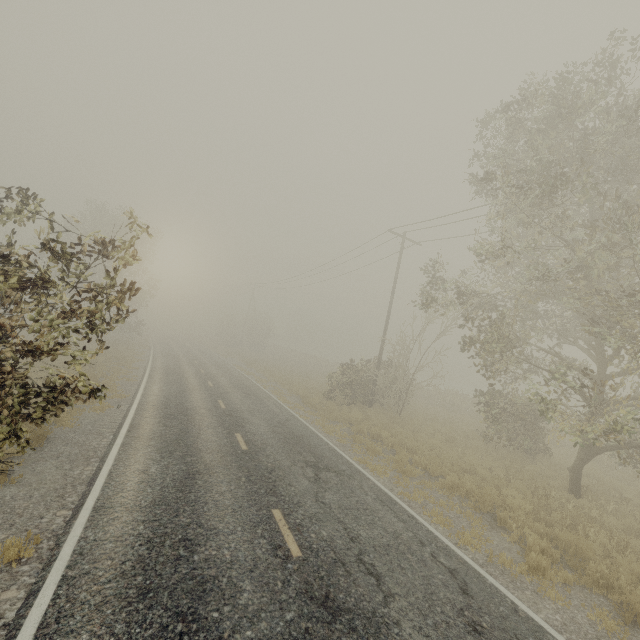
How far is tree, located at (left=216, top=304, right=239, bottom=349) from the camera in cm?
5345

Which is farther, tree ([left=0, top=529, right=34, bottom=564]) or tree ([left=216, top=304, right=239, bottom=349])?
tree ([left=216, top=304, right=239, bottom=349])

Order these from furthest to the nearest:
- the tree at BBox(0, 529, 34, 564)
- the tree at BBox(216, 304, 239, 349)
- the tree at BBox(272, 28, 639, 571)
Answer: the tree at BBox(216, 304, 239, 349), the tree at BBox(272, 28, 639, 571), the tree at BBox(0, 529, 34, 564)

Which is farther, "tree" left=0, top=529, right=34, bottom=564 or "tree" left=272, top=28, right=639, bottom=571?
"tree" left=272, top=28, right=639, bottom=571

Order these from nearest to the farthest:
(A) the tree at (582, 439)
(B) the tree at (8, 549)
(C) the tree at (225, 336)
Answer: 1. (B) the tree at (8, 549)
2. (A) the tree at (582, 439)
3. (C) the tree at (225, 336)

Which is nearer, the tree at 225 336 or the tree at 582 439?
the tree at 582 439

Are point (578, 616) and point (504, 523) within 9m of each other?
yes
